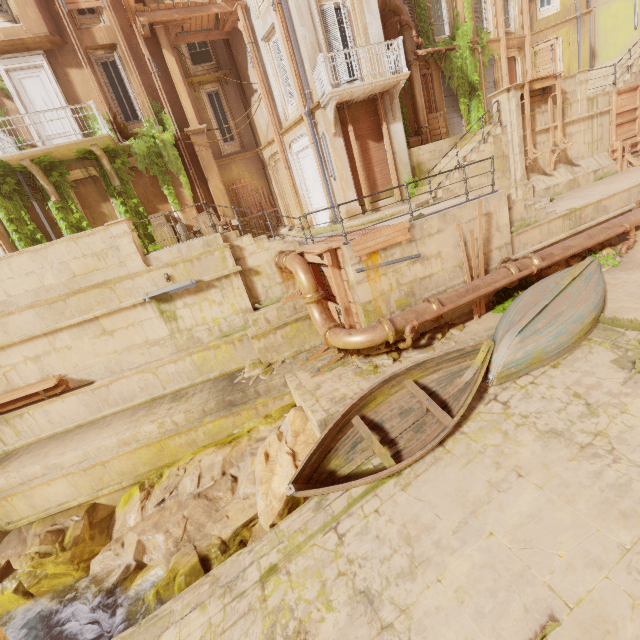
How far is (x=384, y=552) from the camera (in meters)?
5.51

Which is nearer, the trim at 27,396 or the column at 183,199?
the trim at 27,396

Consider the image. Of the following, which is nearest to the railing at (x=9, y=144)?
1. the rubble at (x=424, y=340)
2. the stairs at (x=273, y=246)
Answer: the stairs at (x=273, y=246)

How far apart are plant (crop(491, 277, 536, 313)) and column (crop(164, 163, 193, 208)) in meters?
12.7 m

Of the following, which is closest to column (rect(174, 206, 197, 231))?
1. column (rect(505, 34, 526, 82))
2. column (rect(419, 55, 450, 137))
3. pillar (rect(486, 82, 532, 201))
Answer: column (rect(419, 55, 450, 137))

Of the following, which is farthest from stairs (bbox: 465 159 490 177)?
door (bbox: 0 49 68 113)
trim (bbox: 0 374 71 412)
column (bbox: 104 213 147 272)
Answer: trim (bbox: 0 374 71 412)

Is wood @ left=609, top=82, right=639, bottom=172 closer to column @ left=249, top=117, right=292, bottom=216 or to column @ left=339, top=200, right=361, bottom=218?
column @ left=339, top=200, right=361, bottom=218

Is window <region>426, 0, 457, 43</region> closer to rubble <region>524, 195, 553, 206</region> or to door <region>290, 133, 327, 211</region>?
door <region>290, 133, 327, 211</region>
